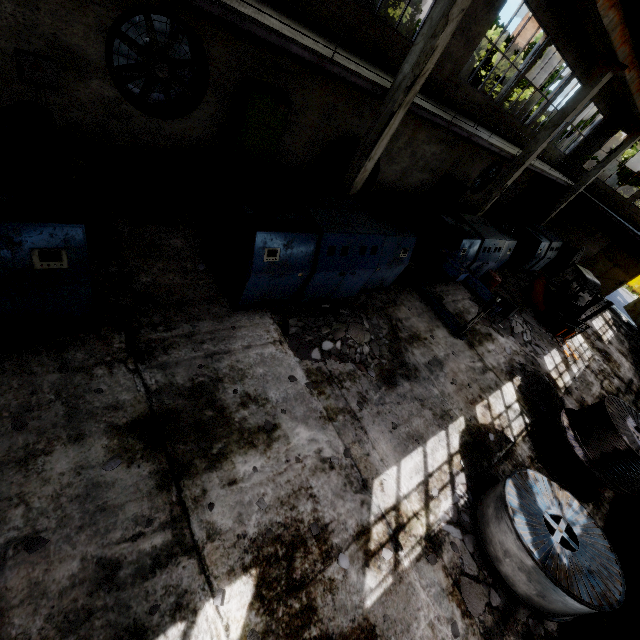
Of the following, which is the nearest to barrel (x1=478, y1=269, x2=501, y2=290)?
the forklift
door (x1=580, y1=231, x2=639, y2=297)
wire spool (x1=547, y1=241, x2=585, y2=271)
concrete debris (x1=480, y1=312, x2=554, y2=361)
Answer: concrete debris (x1=480, y1=312, x2=554, y2=361)

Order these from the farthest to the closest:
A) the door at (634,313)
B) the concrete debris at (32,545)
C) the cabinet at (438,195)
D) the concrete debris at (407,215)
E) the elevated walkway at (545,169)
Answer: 1. the door at (634,313)
2. the cabinet at (438,195)
3. the elevated walkway at (545,169)
4. the concrete debris at (407,215)
5. the concrete debris at (32,545)

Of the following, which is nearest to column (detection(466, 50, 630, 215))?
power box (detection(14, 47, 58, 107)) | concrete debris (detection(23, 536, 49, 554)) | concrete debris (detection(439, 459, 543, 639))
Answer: concrete debris (detection(439, 459, 543, 639))

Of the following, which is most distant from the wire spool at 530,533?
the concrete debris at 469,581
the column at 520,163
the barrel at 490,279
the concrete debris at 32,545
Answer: the column at 520,163

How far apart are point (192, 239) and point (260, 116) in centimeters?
434cm

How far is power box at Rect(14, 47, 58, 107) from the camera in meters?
6.2 m

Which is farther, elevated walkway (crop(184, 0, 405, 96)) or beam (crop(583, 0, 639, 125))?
beam (crop(583, 0, 639, 125))

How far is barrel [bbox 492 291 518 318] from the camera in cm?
1190
